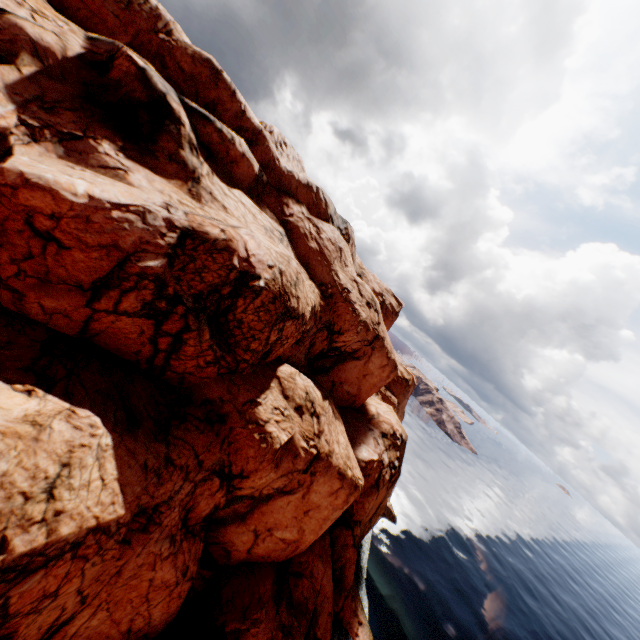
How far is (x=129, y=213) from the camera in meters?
14.9 m
